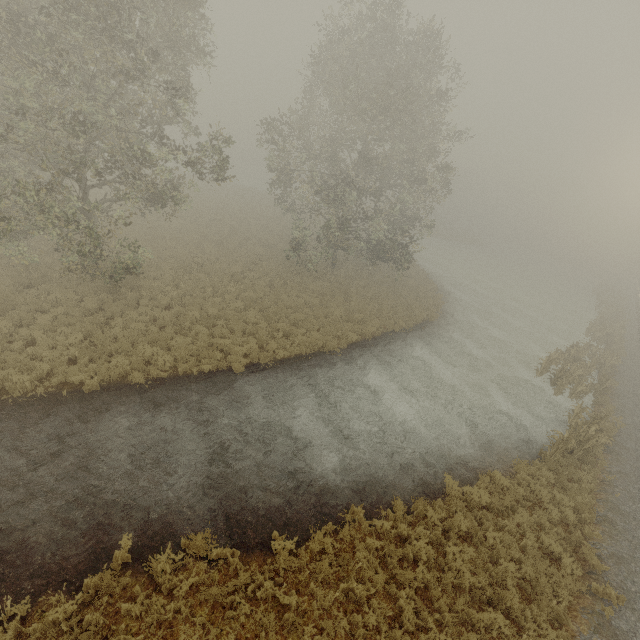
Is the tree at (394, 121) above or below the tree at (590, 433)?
above

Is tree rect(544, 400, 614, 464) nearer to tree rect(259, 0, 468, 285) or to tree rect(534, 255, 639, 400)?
tree rect(534, 255, 639, 400)

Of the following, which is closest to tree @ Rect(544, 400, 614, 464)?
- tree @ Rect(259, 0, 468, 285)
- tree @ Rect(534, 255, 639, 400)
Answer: tree @ Rect(534, 255, 639, 400)

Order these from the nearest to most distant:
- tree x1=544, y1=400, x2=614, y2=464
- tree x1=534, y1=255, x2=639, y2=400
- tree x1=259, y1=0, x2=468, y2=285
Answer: tree x1=544, y1=400, x2=614, y2=464 < tree x1=259, y1=0, x2=468, y2=285 < tree x1=534, y1=255, x2=639, y2=400

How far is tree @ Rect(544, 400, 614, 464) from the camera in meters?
13.2 m

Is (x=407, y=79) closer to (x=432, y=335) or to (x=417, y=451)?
(x=432, y=335)

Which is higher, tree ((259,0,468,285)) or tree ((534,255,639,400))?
tree ((259,0,468,285))

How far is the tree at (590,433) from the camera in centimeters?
1322cm
